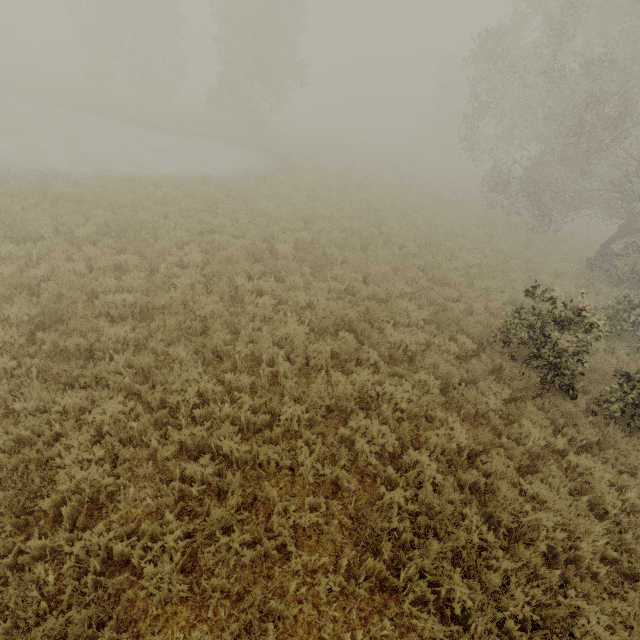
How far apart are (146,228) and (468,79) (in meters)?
21.93
